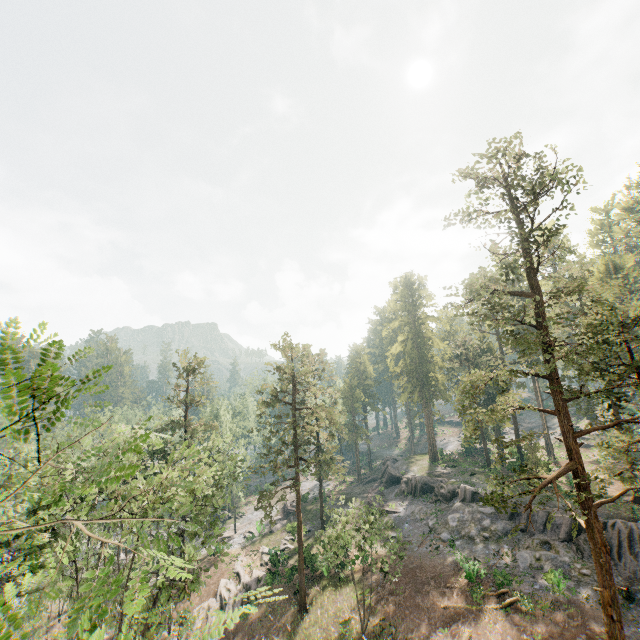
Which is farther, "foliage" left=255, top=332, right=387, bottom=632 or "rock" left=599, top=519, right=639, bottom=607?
"foliage" left=255, top=332, right=387, bottom=632

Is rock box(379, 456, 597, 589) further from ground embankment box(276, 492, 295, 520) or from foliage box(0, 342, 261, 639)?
ground embankment box(276, 492, 295, 520)

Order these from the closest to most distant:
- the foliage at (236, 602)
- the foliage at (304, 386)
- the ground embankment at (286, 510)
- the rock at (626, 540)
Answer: the foliage at (236, 602) → the rock at (626, 540) → the foliage at (304, 386) → the ground embankment at (286, 510)

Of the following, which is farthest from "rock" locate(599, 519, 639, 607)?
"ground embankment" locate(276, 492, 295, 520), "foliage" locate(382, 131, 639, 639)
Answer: "ground embankment" locate(276, 492, 295, 520)

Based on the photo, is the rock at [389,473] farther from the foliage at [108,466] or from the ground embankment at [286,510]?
the ground embankment at [286,510]

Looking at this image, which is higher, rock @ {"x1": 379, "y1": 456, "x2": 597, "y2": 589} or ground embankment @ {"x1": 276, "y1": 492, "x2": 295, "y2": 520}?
rock @ {"x1": 379, "y1": 456, "x2": 597, "y2": 589}

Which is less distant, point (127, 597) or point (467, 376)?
point (127, 597)
